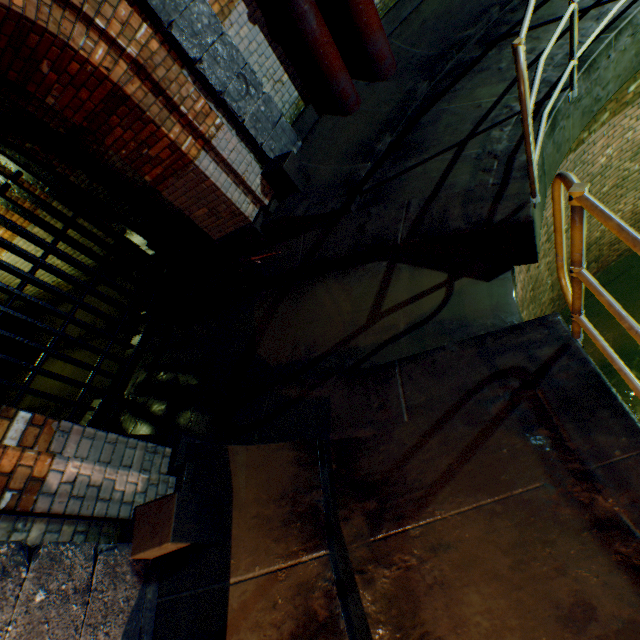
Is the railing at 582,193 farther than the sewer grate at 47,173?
No

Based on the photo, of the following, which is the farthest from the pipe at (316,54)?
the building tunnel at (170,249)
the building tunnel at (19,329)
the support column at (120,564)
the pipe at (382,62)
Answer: the building tunnel at (19,329)

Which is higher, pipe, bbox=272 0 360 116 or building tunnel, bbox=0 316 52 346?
pipe, bbox=272 0 360 116

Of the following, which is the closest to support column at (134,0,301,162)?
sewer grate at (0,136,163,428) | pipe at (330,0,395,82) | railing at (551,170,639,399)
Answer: pipe at (330,0,395,82)

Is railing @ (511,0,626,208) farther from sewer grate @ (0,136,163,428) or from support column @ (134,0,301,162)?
sewer grate @ (0,136,163,428)

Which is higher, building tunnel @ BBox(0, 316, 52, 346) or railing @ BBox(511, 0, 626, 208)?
railing @ BBox(511, 0, 626, 208)

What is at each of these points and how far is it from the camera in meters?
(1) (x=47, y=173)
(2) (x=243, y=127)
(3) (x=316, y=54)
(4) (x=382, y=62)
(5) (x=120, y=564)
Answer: (1) sewer grate, 5.2
(2) support column, 4.4
(3) pipe, 4.5
(4) pipe, 5.0
(5) support column, 2.2

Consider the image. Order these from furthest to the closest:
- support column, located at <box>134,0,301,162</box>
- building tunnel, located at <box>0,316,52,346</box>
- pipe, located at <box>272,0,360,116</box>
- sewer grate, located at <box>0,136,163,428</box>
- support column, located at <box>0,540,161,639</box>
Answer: building tunnel, located at <box>0,316,52,346</box>
sewer grate, located at <box>0,136,163,428</box>
pipe, located at <box>272,0,360,116</box>
support column, located at <box>134,0,301,162</box>
support column, located at <box>0,540,161,639</box>
